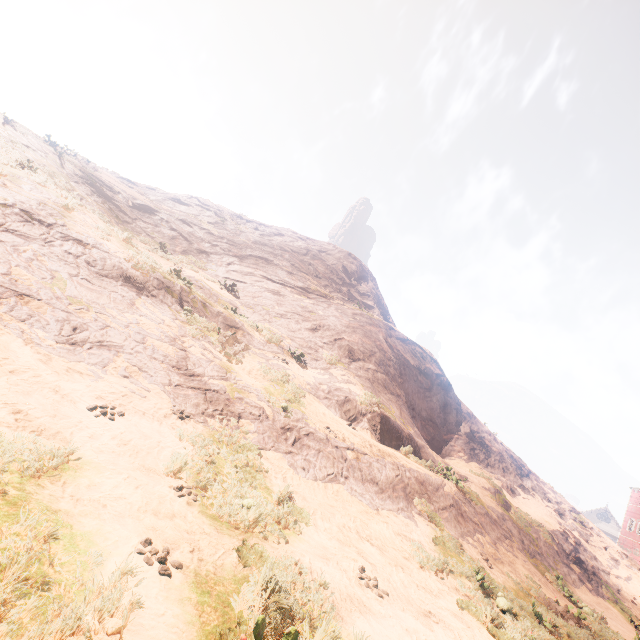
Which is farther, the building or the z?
the building

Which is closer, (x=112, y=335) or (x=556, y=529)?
(x=112, y=335)

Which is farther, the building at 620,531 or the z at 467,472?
the building at 620,531
